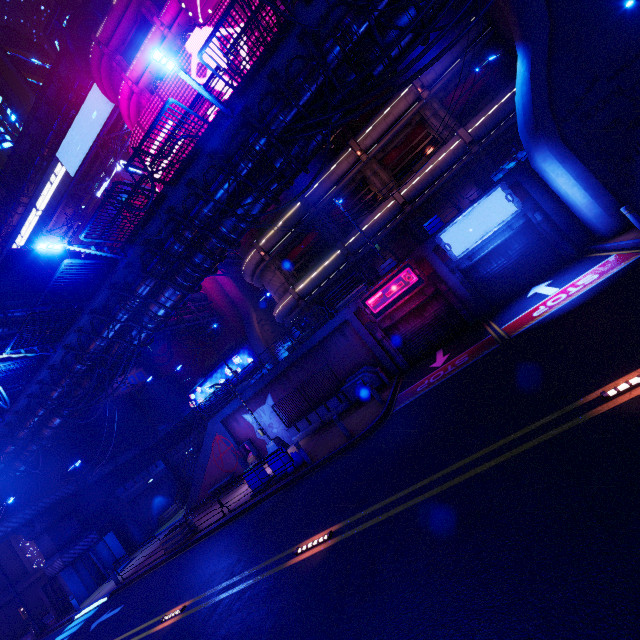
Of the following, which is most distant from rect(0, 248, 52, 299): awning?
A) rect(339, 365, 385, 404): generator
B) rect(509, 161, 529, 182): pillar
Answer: rect(509, 161, 529, 182): pillar

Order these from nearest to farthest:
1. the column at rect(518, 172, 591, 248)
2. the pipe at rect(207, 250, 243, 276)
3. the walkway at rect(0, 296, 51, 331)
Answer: the column at rect(518, 172, 591, 248), the walkway at rect(0, 296, 51, 331), the pipe at rect(207, 250, 243, 276)

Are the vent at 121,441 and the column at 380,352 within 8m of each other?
no

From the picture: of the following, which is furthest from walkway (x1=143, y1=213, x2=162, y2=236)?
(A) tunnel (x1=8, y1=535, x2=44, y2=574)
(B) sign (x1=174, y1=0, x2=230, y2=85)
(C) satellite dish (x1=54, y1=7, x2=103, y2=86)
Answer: (C) satellite dish (x1=54, y1=7, x2=103, y2=86)

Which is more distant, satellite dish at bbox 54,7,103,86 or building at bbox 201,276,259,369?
building at bbox 201,276,259,369

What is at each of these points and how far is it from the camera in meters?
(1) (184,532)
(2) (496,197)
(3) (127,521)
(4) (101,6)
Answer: (1) plant holder, 16.9 m
(2) sign, 14.8 m
(3) column, 28.0 m
(4) walkway, 33.7 m

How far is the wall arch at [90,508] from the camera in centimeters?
2744cm

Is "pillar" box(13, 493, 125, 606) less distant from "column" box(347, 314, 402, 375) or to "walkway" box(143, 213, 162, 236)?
"walkway" box(143, 213, 162, 236)
